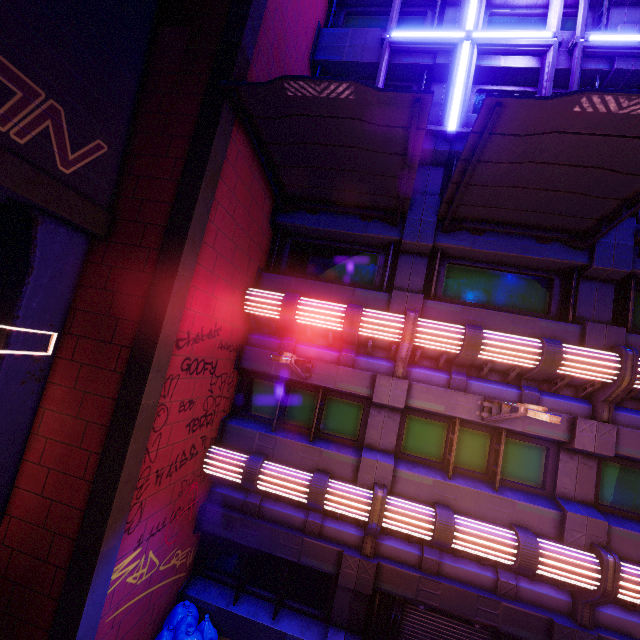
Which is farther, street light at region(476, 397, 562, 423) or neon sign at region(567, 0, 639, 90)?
neon sign at region(567, 0, 639, 90)

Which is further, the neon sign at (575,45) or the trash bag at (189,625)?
the neon sign at (575,45)

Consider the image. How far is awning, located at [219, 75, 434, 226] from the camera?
5.91m

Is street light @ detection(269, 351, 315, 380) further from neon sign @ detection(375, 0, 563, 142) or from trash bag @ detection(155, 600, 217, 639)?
neon sign @ detection(375, 0, 563, 142)

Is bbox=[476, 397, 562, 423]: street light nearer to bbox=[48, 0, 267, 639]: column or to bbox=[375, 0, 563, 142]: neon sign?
bbox=[48, 0, 267, 639]: column

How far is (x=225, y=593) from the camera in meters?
9.1 m

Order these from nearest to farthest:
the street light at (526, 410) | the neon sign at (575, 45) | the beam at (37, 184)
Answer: the beam at (37, 184) < the street light at (526, 410) < the neon sign at (575, 45)

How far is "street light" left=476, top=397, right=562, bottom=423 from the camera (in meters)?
5.37
